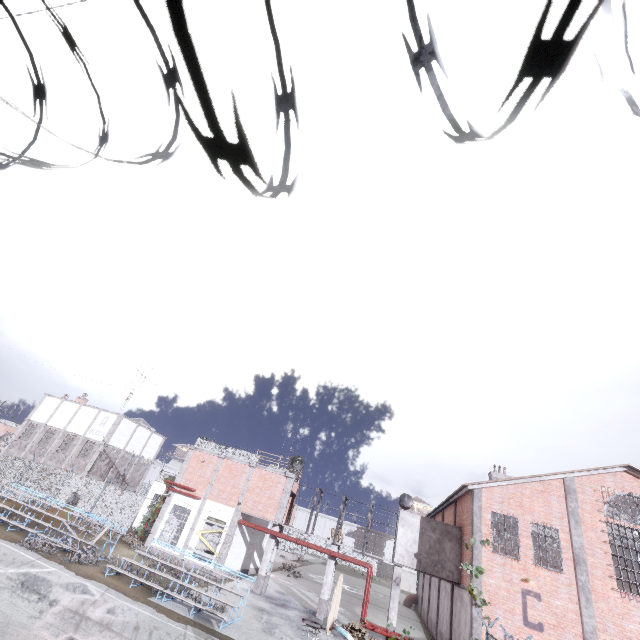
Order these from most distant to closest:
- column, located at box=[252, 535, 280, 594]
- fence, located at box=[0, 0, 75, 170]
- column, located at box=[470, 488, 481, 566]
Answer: column, located at box=[252, 535, 280, 594] → column, located at box=[470, 488, 481, 566] → fence, located at box=[0, 0, 75, 170]

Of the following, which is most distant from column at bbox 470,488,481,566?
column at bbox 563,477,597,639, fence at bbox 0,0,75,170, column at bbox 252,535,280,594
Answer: column at bbox 252,535,280,594

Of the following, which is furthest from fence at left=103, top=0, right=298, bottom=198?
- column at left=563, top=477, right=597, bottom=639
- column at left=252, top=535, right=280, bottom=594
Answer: column at left=563, top=477, right=597, bottom=639

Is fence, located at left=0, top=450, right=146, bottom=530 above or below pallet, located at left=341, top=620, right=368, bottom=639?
above

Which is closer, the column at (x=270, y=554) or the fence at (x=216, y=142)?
the fence at (x=216, y=142)

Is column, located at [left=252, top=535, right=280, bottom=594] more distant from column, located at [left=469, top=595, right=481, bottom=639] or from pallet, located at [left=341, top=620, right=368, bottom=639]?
column, located at [left=469, top=595, right=481, bottom=639]

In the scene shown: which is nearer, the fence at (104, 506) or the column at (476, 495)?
the column at (476, 495)

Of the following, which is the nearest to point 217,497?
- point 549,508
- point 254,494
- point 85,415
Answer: point 254,494
